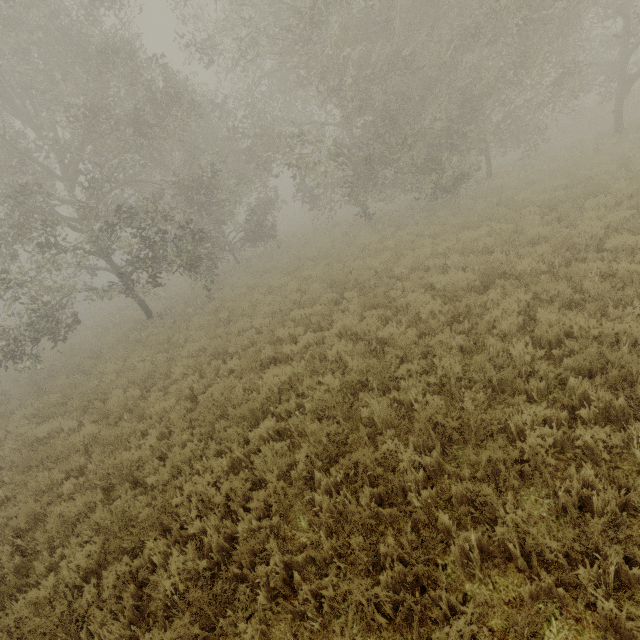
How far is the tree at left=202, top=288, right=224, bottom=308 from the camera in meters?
15.0 m

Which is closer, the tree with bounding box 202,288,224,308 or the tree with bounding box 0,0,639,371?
the tree with bounding box 0,0,639,371

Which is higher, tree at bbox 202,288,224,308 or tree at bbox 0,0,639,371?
tree at bbox 0,0,639,371

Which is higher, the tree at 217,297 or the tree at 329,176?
the tree at 329,176

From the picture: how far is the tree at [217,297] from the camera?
15.02m

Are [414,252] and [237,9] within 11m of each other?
no
